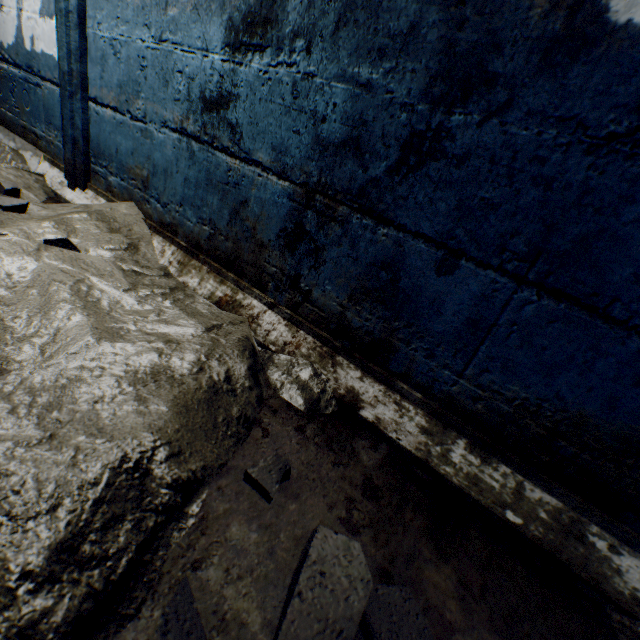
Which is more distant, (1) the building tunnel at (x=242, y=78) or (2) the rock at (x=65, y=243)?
(2) the rock at (x=65, y=243)

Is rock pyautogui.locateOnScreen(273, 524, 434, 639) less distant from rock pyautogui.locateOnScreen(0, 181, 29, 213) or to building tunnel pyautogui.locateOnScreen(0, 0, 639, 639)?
building tunnel pyautogui.locateOnScreen(0, 0, 639, 639)

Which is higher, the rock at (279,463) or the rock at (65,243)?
the rock at (65,243)

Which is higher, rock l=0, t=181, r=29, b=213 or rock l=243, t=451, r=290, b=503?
rock l=0, t=181, r=29, b=213

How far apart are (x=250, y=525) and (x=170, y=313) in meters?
0.8 m

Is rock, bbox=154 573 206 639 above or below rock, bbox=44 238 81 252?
below

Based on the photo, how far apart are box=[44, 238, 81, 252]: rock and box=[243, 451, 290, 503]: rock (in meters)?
1.22

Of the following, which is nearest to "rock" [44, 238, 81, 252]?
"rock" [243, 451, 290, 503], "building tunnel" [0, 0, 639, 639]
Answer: "building tunnel" [0, 0, 639, 639]
